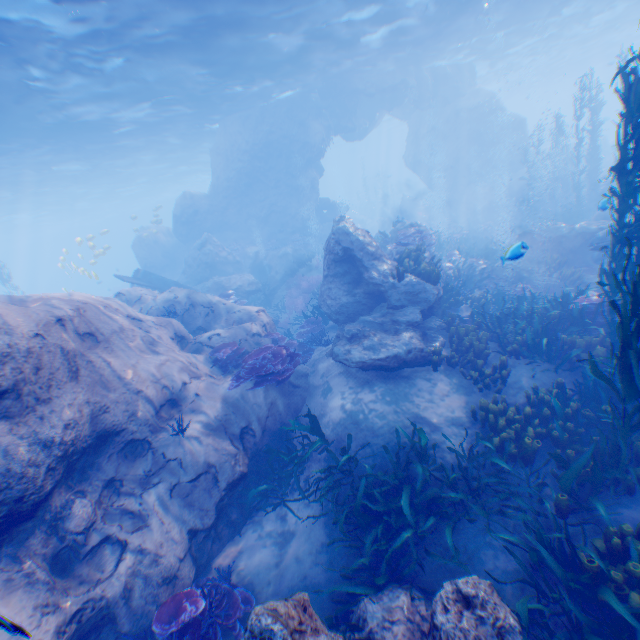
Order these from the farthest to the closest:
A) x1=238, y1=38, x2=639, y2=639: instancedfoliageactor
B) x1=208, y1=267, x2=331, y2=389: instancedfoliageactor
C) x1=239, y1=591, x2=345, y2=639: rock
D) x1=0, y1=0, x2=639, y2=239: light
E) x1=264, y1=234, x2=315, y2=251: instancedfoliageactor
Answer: x1=264, y1=234, x2=315, y2=251: instancedfoliageactor < x1=0, y1=0, x2=639, y2=239: light < x1=208, y1=267, x2=331, y2=389: instancedfoliageactor < x1=238, y1=38, x2=639, y2=639: instancedfoliageactor < x1=239, y1=591, x2=345, y2=639: rock

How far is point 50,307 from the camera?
6.90m

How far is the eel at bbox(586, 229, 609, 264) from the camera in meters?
10.8

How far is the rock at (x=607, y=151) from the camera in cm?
2763

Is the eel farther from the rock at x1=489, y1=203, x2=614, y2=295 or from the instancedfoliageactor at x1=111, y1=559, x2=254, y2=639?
the instancedfoliageactor at x1=111, y1=559, x2=254, y2=639

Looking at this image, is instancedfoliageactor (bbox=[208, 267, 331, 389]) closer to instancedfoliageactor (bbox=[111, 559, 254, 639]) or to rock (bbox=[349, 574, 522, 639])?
rock (bbox=[349, 574, 522, 639])

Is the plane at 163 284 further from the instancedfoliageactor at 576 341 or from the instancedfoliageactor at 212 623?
the instancedfoliageactor at 212 623

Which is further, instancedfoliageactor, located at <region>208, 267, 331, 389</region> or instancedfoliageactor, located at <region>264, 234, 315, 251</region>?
instancedfoliageactor, located at <region>264, 234, 315, 251</region>
